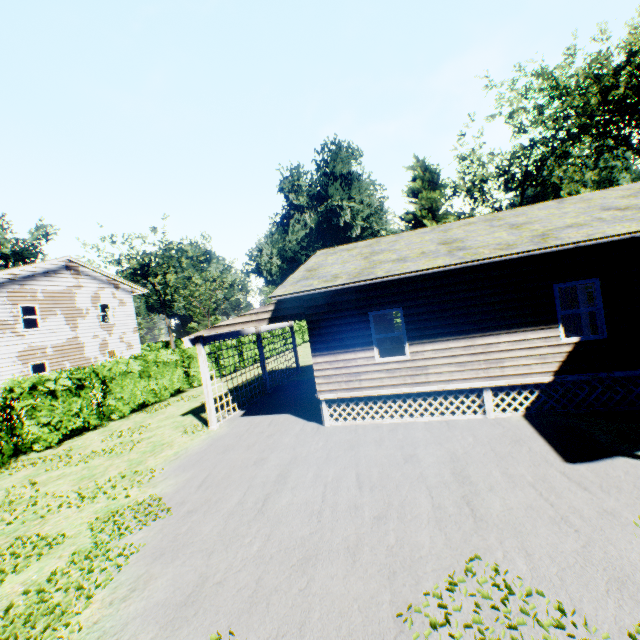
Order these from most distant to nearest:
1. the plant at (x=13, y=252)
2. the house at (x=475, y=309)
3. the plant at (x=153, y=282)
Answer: the plant at (x=153, y=282) → the plant at (x=13, y=252) → the house at (x=475, y=309)

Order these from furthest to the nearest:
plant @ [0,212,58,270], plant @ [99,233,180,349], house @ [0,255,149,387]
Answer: plant @ [99,233,180,349], plant @ [0,212,58,270], house @ [0,255,149,387]

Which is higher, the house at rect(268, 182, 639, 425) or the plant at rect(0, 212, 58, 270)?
the plant at rect(0, 212, 58, 270)

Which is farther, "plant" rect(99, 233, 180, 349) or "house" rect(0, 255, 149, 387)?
"plant" rect(99, 233, 180, 349)

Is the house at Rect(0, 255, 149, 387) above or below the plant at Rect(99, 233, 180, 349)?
below

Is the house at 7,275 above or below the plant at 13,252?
below

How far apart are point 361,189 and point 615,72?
24.67m
